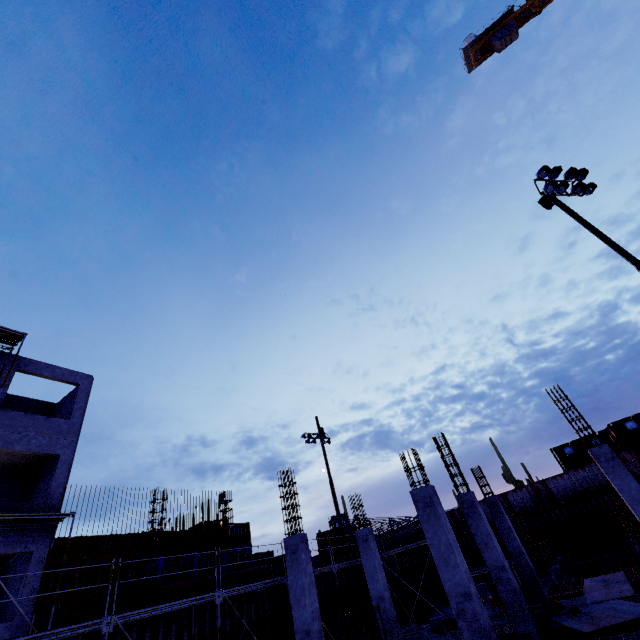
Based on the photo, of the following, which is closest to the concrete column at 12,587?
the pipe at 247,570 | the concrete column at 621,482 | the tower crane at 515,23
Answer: the pipe at 247,570

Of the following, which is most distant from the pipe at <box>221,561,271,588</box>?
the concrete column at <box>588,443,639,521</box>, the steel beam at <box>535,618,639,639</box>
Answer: the concrete column at <box>588,443,639,521</box>

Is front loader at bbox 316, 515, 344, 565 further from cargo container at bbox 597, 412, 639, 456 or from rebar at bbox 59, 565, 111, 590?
cargo container at bbox 597, 412, 639, 456

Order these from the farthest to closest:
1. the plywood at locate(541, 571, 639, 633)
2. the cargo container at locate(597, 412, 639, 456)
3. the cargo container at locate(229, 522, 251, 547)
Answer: the cargo container at locate(597, 412, 639, 456) < the cargo container at locate(229, 522, 251, 547) < the plywood at locate(541, 571, 639, 633)

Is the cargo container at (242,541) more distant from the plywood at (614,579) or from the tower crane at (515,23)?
the tower crane at (515,23)

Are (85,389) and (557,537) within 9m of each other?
no

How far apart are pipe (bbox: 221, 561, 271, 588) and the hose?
11.9m

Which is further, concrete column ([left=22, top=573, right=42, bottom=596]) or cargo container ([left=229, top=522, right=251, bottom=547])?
cargo container ([left=229, top=522, right=251, bottom=547])
